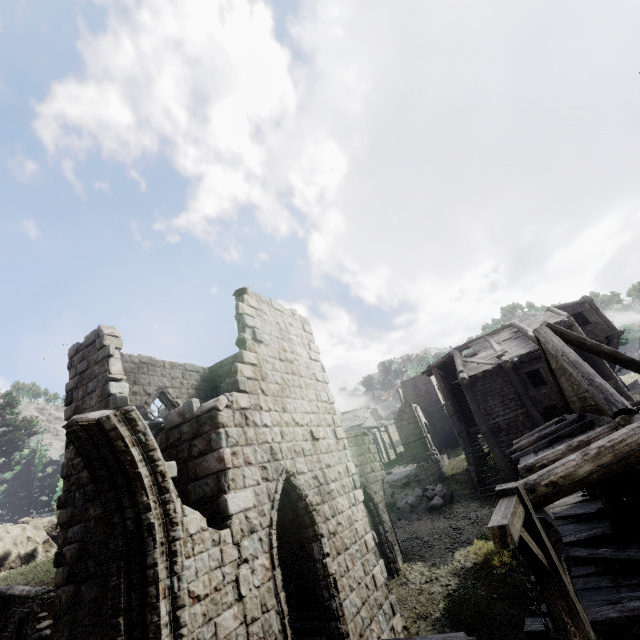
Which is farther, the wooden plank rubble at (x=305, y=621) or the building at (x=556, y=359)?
the wooden plank rubble at (x=305, y=621)

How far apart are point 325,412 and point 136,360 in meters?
7.4

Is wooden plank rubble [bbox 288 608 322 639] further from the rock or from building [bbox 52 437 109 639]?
the rock

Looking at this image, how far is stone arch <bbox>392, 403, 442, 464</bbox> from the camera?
34.5 meters

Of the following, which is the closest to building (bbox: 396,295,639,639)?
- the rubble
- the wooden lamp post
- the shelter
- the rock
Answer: the rubble

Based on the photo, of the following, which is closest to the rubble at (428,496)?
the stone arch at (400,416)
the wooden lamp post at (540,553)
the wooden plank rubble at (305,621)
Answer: the wooden plank rubble at (305,621)

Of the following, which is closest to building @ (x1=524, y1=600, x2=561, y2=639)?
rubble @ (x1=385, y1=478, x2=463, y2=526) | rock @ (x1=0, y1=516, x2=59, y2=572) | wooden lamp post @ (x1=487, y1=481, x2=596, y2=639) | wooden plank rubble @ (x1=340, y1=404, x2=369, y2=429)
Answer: rubble @ (x1=385, y1=478, x2=463, y2=526)

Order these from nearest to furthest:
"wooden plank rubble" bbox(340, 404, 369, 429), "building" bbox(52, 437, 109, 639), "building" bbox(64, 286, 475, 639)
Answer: "building" bbox(64, 286, 475, 639), "building" bbox(52, 437, 109, 639), "wooden plank rubble" bbox(340, 404, 369, 429)
